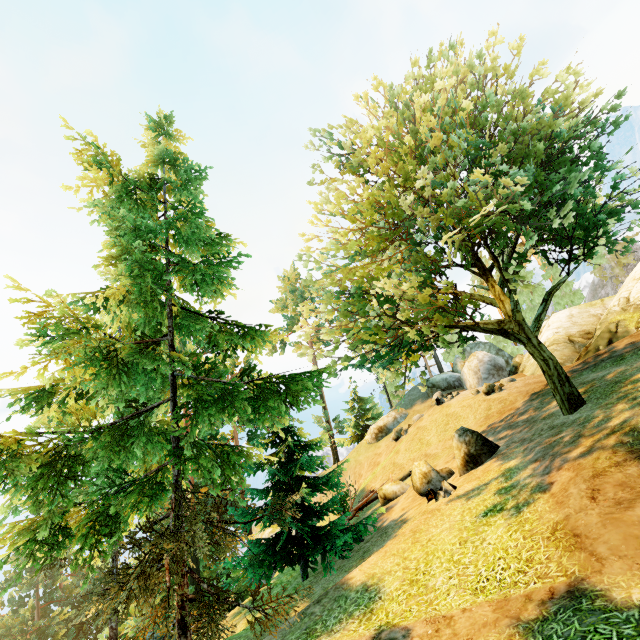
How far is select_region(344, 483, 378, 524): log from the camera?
20.2m

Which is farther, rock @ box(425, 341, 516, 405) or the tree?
rock @ box(425, 341, 516, 405)

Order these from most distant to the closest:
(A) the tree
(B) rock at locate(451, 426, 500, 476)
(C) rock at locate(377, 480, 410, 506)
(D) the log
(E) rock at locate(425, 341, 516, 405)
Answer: (E) rock at locate(425, 341, 516, 405) < (D) the log < (C) rock at locate(377, 480, 410, 506) < (B) rock at locate(451, 426, 500, 476) < (A) the tree

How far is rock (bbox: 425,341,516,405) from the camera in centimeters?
2734cm

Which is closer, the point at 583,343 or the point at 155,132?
the point at 155,132

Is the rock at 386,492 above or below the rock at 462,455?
below

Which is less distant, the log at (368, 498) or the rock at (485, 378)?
the log at (368, 498)

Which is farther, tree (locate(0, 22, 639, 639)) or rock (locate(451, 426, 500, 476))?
rock (locate(451, 426, 500, 476))
